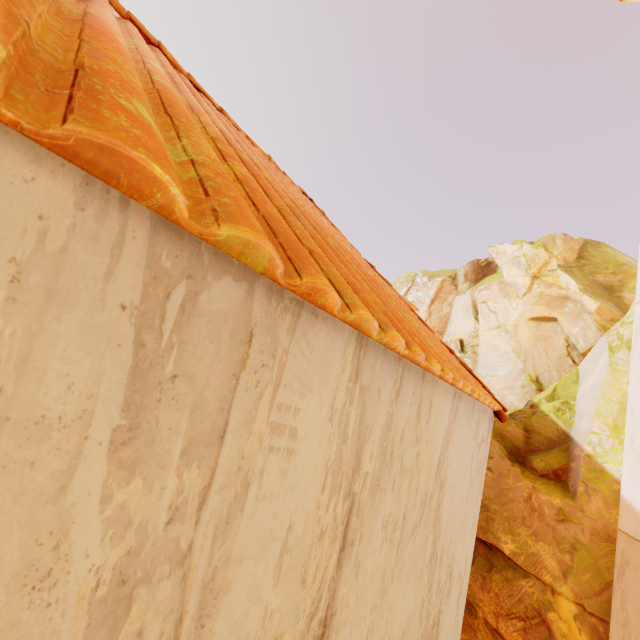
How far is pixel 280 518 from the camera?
0.94m

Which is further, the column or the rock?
the rock

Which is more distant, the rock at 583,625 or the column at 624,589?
the rock at 583,625
